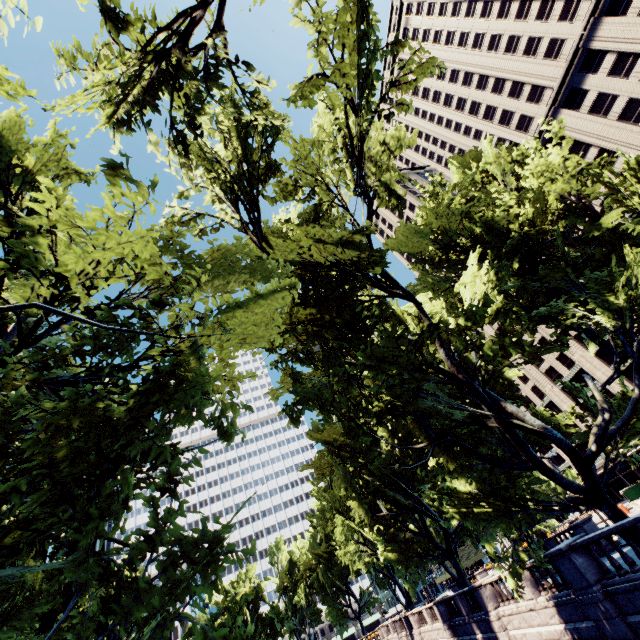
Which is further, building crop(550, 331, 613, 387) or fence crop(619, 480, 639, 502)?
building crop(550, 331, 613, 387)

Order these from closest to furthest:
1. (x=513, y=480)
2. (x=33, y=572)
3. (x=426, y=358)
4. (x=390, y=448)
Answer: (x=33, y=572) < (x=426, y=358) < (x=390, y=448) < (x=513, y=480)

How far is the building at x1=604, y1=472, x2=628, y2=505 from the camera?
53.0 meters

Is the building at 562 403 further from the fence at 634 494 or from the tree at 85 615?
the tree at 85 615

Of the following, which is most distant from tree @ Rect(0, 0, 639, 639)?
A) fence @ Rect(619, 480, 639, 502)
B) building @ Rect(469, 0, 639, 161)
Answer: fence @ Rect(619, 480, 639, 502)

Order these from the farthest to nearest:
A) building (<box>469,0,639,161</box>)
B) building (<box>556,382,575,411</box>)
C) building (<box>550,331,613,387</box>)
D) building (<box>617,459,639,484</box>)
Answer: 1. building (<box>556,382,575,411</box>)
2. building (<box>550,331,613,387</box>)
3. building (<box>617,459,639,484</box>)
4. building (<box>469,0,639,161</box>)
